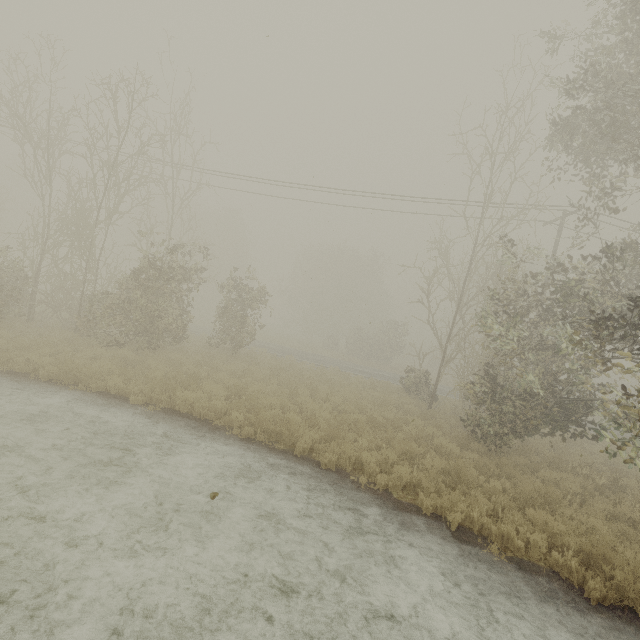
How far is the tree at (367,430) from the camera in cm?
985

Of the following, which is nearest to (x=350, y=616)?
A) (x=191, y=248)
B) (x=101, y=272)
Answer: (x=191, y=248)

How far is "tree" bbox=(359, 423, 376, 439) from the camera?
9.9m
